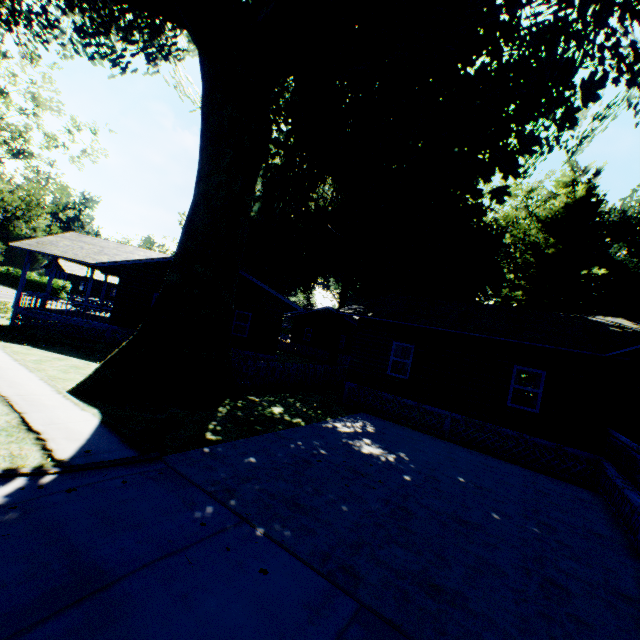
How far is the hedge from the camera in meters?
46.1

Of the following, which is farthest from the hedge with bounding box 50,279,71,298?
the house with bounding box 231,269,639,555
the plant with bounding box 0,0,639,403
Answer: the house with bounding box 231,269,639,555

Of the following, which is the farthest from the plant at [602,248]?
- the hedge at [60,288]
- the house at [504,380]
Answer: the hedge at [60,288]

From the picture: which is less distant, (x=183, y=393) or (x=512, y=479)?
(x=512, y=479)

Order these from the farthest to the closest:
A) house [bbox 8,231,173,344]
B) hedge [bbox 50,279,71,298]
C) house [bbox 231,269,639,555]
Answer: hedge [bbox 50,279,71,298], house [bbox 8,231,173,344], house [bbox 231,269,639,555]

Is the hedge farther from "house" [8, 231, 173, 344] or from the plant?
the plant

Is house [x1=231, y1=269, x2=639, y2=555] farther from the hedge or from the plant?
the hedge

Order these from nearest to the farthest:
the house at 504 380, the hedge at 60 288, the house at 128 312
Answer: the house at 504 380 < the house at 128 312 < the hedge at 60 288
